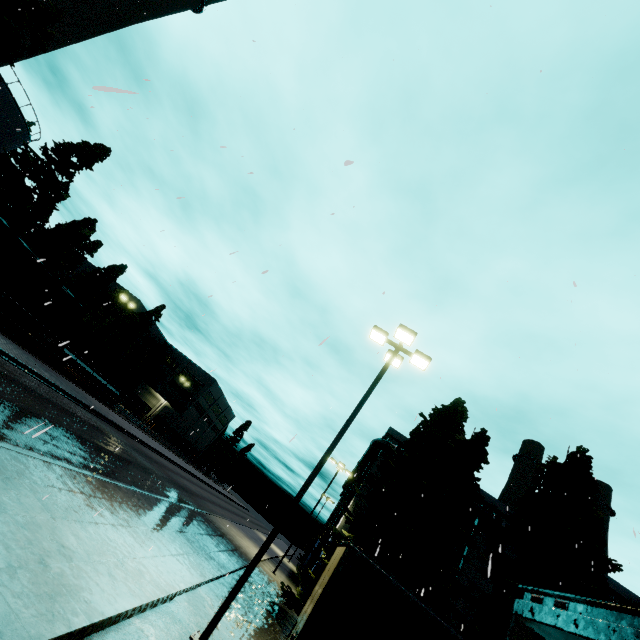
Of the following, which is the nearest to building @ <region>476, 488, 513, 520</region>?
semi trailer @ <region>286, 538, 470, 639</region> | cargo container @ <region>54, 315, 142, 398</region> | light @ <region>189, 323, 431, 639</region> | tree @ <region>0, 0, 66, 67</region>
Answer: semi trailer @ <region>286, 538, 470, 639</region>

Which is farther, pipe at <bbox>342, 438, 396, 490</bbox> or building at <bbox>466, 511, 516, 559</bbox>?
pipe at <bbox>342, 438, 396, 490</bbox>

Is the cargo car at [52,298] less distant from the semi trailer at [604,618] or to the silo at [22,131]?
the silo at [22,131]

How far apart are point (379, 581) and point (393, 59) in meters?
12.4 m

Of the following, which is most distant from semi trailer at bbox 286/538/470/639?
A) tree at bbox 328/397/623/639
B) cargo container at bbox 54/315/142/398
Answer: cargo container at bbox 54/315/142/398

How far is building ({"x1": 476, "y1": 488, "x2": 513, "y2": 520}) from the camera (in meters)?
28.72

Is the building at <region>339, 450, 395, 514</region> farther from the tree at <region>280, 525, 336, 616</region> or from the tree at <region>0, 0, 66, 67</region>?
the tree at <region>0, 0, 66, 67</region>

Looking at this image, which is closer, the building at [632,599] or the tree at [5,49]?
the tree at [5,49]
